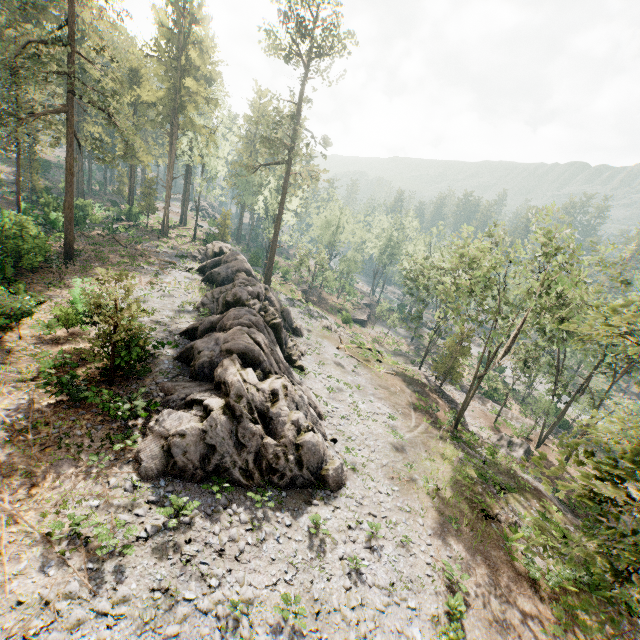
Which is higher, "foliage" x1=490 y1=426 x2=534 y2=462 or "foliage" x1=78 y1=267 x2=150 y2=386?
"foliage" x1=78 y1=267 x2=150 y2=386

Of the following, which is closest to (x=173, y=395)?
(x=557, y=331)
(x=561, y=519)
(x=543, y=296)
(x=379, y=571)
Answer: (x=379, y=571)

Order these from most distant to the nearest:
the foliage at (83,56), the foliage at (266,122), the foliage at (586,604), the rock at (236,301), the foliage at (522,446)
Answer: the foliage at (266,122)
the foliage at (522,446)
the foliage at (83,56)
the rock at (236,301)
the foliage at (586,604)

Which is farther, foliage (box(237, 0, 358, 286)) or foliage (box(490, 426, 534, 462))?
foliage (box(237, 0, 358, 286))

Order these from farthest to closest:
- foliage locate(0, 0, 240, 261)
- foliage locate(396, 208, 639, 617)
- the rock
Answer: foliage locate(0, 0, 240, 261) → the rock → foliage locate(396, 208, 639, 617)

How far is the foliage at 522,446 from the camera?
31.6 meters

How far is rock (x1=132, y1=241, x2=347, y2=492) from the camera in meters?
14.0

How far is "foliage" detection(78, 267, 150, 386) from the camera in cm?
1451
